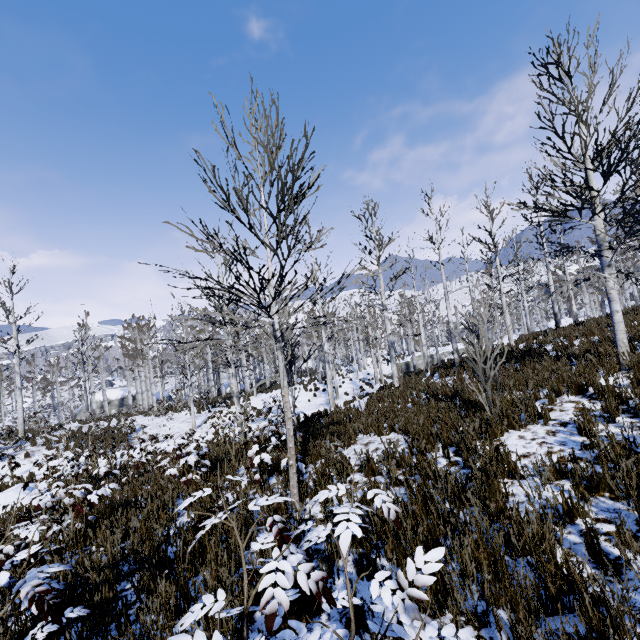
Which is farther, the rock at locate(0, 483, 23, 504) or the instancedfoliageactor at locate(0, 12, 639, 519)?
the rock at locate(0, 483, 23, 504)

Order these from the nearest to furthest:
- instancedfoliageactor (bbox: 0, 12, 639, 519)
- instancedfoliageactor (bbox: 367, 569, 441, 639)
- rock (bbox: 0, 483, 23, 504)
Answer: instancedfoliageactor (bbox: 367, 569, 441, 639) < instancedfoliageactor (bbox: 0, 12, 639, 519) < rock (bbox: 0, 483, 23, 504)

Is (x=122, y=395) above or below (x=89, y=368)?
below

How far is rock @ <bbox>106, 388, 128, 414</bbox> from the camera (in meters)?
40.59

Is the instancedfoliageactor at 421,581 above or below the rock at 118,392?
above

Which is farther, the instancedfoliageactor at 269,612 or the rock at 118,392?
the rock at 118,392

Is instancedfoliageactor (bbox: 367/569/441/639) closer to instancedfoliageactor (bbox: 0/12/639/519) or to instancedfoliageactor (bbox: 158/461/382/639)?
instancedfoliageactor (bbox: 158/461/382/639)

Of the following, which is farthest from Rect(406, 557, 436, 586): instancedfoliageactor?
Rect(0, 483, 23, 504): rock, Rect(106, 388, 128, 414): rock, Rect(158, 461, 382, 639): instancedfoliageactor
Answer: Rect(106, 388, 128, 414): rock
